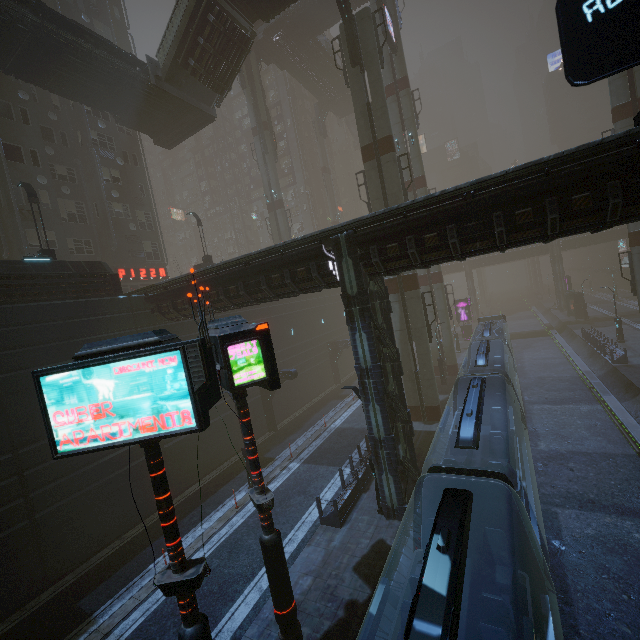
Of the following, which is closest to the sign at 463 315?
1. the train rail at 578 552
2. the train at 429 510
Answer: the train rail at 578 552

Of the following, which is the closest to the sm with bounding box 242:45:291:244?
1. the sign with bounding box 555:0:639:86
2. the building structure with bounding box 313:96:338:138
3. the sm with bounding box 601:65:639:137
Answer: the building structure with bounding box 313:96:338:138

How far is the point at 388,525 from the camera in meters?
13.2 m

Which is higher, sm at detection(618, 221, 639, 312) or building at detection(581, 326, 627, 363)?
sm at detection(618, 221, 639, 312)

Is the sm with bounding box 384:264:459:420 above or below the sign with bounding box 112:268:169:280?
below

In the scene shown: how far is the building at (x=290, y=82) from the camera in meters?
56.8 m

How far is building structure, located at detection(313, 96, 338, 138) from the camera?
Result: 51.03m

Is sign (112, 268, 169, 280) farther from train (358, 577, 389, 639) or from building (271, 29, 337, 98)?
building (271, 29, 337, 98)
